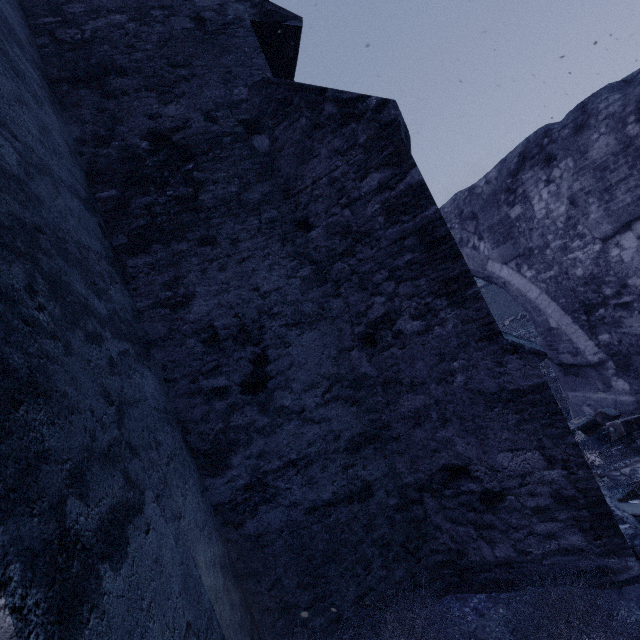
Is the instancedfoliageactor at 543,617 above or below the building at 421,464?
below

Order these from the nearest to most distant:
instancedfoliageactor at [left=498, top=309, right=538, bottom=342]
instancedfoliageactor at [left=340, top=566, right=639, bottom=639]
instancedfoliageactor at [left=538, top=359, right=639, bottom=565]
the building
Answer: the building, instancedfoliageactor at [left=340, top=566, right=639, bottom=639], instancedfoliageactor at [left=538, top=359, right=639, bottom=565], instancedfoliageactor at [left=498, top=309, right=538, bottom=342]

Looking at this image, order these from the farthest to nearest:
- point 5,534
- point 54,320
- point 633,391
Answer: point 633,391
point 54,320
point 5,534

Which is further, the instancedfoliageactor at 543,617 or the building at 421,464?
the instancedfoliageactor at 543,617

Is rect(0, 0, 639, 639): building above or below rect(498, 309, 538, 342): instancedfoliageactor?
Answer: above

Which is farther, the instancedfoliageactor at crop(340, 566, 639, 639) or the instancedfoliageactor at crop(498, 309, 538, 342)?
the instancedfoliageactor at crop(498, 309, 538, 342)

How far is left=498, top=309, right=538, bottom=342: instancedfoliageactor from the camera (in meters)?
13.48
